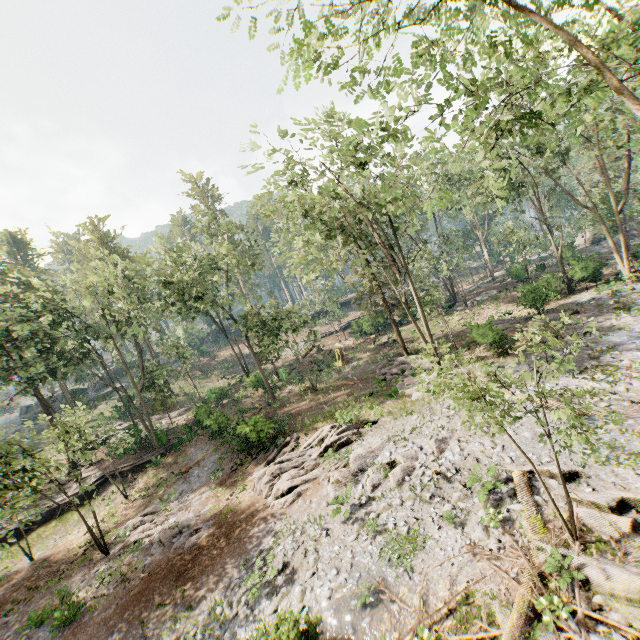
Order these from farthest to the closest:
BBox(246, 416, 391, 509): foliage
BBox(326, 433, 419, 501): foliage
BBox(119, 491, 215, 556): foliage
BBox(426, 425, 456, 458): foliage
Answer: BBox(119, 491, 215, 556): foliage < BBox(246, 416, 391, 509): foliage < BBox(426, 425, 456, 458): foliage < BBox(326, 433, 419, 501): foliage

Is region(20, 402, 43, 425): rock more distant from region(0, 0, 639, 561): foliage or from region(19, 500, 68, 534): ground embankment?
region(19, 500, 68, 534): ground embankment

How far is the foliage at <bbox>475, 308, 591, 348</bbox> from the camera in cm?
757

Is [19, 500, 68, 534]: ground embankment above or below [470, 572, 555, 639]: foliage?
above

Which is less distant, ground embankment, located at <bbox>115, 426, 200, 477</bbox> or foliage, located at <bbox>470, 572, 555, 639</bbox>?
foliage, located at <bbox>470, 572, 555, 639</bbox>

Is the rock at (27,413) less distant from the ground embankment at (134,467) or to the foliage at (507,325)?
the foliage at (507,325)

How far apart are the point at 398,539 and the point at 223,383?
40.5 meters
